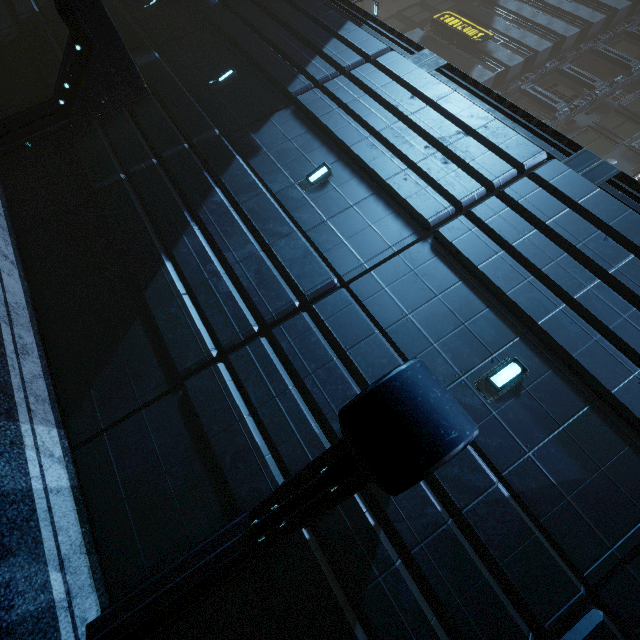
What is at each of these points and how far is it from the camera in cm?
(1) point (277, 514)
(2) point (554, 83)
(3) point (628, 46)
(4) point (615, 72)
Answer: (1) building, 388
(2) building, 2786
(3) building, 2903
(4) building, 2923

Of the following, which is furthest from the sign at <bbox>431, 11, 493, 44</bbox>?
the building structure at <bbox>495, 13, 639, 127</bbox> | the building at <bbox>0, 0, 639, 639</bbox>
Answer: the building structure at <bbox>495, 13, 639, 127</bbox>

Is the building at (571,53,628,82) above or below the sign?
above

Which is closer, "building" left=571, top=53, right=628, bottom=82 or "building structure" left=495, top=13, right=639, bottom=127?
"building structure" left=495, top=13, right=639, bottom=127

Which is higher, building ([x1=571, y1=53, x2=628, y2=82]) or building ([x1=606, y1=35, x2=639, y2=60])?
building ([x1=606, y1=35, x2=639, y2=60])

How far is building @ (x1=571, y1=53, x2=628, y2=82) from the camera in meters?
27.5

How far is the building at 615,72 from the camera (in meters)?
27.50

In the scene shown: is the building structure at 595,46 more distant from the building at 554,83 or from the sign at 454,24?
the sign at 454,24
